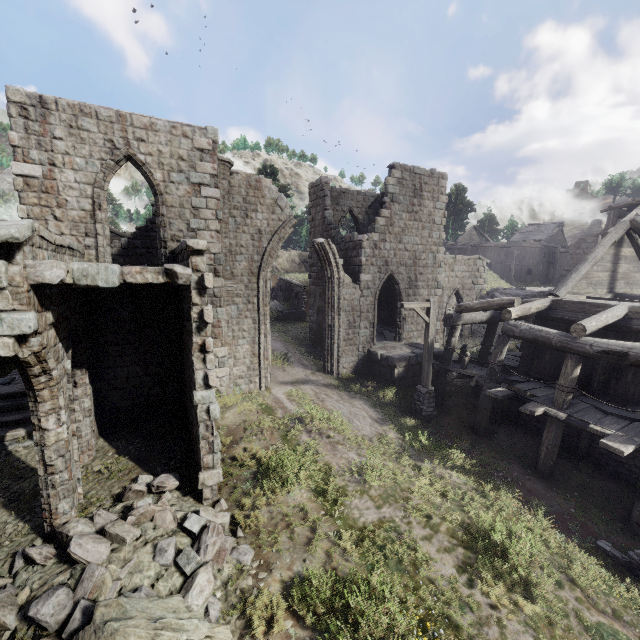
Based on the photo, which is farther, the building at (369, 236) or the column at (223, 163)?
the column at (223, 163)

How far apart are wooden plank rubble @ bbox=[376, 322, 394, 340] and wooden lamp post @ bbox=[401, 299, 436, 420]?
5.40m

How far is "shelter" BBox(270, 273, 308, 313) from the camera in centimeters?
2833cm

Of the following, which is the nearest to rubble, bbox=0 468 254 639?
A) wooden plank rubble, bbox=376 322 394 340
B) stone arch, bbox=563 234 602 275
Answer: wooden plank rubble, bbox=376 322 394 340

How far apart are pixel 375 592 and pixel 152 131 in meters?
14.4 m

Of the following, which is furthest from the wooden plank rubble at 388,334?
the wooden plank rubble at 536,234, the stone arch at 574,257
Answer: the wooden plank rubble at 536,234

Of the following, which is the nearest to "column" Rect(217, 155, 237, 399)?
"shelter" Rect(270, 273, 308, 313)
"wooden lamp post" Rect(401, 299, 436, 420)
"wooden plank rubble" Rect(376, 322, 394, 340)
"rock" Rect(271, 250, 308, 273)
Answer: "wooden lamp post" Rect(401, 299, 436, 420)

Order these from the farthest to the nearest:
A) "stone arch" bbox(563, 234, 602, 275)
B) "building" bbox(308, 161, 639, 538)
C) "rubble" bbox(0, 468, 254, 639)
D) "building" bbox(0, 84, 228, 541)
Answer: "stone arch" bbox(563, 234, 602, 275), "building" bbox(308, 161, 639, 538), "building" bbox(0, 84, 228, 541), "rubble" bbox(0, 468, 254, 639)
